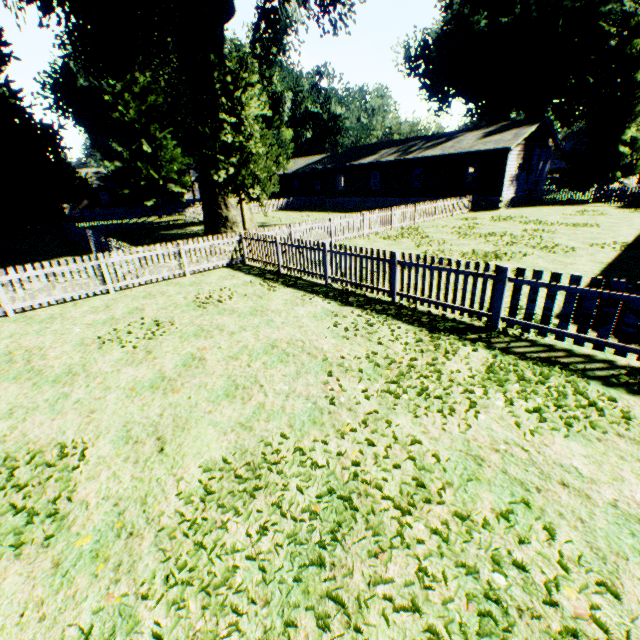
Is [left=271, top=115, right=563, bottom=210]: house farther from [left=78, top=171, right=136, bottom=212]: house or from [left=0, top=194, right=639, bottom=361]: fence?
[left=78, top=171, right=136, bottom=212]: house

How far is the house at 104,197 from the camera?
49.44m

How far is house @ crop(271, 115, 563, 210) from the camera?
25.1 meters

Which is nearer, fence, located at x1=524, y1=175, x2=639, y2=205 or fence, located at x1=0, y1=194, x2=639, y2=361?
fence, located at x1=0, y1=194, x2=639, y2=361

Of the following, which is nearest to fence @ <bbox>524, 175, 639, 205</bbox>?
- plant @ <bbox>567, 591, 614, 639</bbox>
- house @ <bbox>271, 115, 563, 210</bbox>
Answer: house @ <bbox>271, 115, 563, 210</bbox>

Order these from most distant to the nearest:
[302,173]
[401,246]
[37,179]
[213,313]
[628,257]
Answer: [302,173], [37,179], [401,246], [628,257], [213,313]

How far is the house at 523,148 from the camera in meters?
25.1
